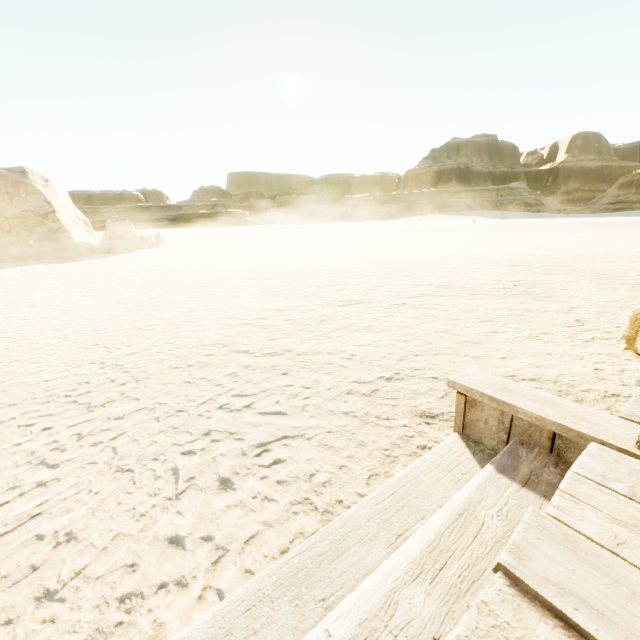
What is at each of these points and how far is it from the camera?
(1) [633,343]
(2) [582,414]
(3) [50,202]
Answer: (1) hay bale, 2.8m
(2) building, 1.3m
(3) stone, 14.1m

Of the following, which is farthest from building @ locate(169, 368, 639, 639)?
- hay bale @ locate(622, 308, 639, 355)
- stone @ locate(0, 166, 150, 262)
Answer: stone @ locate(0, 166, 150, 262)

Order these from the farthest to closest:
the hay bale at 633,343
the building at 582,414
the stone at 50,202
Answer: the stone at 50,202
the hay bale at 633,343
the building at 582,414

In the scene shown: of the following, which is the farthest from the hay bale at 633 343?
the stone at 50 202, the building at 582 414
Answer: the stone at 50 202

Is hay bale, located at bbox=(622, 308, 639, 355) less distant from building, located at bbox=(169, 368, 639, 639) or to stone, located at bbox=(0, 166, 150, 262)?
building, located at bbox=(169, 368, 639, 639)
